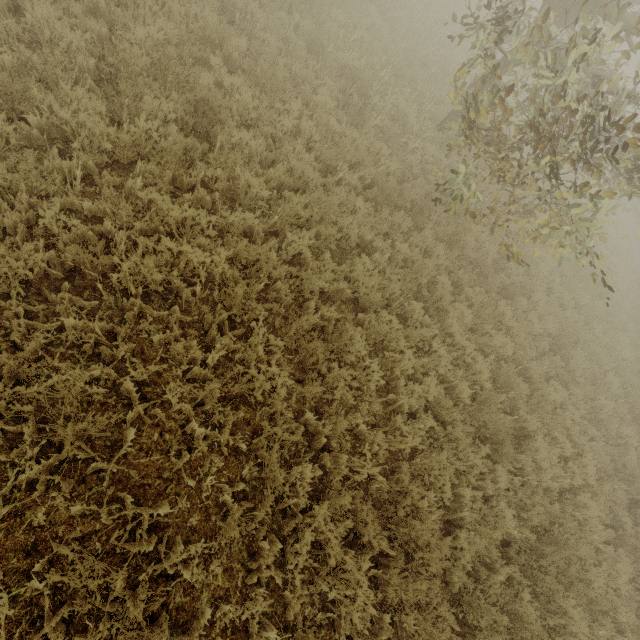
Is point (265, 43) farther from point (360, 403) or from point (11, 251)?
point (360, 403)
